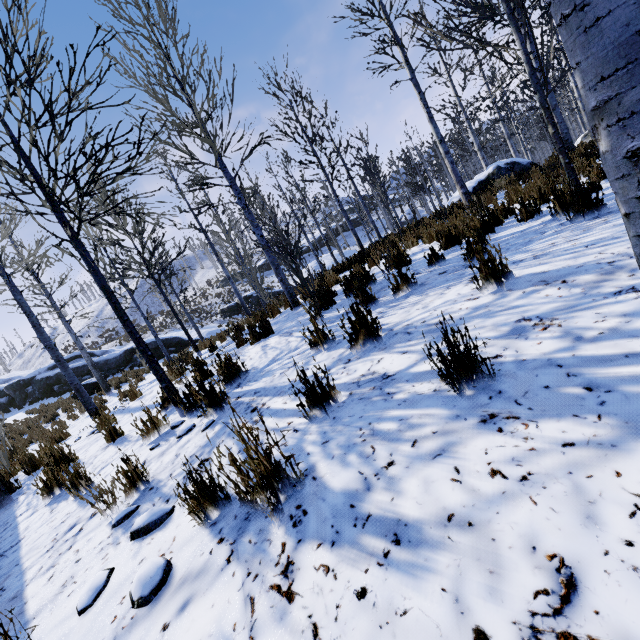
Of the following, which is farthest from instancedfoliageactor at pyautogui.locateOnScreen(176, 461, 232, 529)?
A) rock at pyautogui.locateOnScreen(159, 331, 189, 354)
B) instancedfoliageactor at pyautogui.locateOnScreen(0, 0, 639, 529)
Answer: rock at pyautogui.locateOnScreen(159, 331, 189, 354)

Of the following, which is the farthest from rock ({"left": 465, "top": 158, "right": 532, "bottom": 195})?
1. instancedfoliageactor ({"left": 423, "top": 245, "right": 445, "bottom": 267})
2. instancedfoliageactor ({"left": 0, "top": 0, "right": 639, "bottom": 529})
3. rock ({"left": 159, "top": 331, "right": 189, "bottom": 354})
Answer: rock ({"left": 159, "top": 331, "right": 189, "bottom": 354})

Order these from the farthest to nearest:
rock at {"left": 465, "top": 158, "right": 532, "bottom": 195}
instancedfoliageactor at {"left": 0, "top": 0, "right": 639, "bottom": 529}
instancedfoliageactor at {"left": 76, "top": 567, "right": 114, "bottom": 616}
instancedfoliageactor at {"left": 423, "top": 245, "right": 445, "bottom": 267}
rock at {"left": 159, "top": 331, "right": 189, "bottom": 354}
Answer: rock at {"left": 159, "top": 331, "right": 189, "bottom": 354}, rock at {"left": 465, "top": 158, "right": 532, "bottom": 195}, instancedfoliageactor at {"left": 423, "top": 245, "right": 445, "bottom": 267}, instancedfoliageactor at {"left": 76, "top": 567, "right": 114, "bottom": 616}, instancedfoliageactor at {"left": 0, "top": 0, "right": 639, "bottom": 529}

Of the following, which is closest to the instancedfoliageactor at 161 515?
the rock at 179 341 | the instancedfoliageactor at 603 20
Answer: the instancedfoliageactor at 603 20

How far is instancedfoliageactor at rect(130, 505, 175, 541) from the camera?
1.9m

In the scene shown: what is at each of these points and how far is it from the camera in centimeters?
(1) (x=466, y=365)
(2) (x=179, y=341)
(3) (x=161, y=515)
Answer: (1) instancedfoliageactor, 163cm
(2) rock, 2436cm
(3) instancedfoliageactor, 198cm

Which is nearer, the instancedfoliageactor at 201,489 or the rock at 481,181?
the instancedfoliageactor at 201,489
